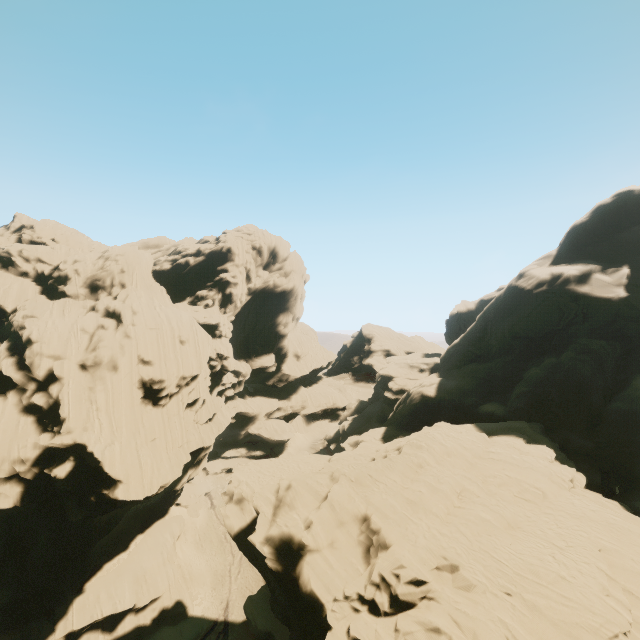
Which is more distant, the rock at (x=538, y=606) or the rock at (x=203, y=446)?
the rock at (x=203, y=446)

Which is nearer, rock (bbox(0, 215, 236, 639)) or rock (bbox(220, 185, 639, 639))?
rock (bbox(220, 185, 639, 639))

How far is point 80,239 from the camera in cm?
5956
